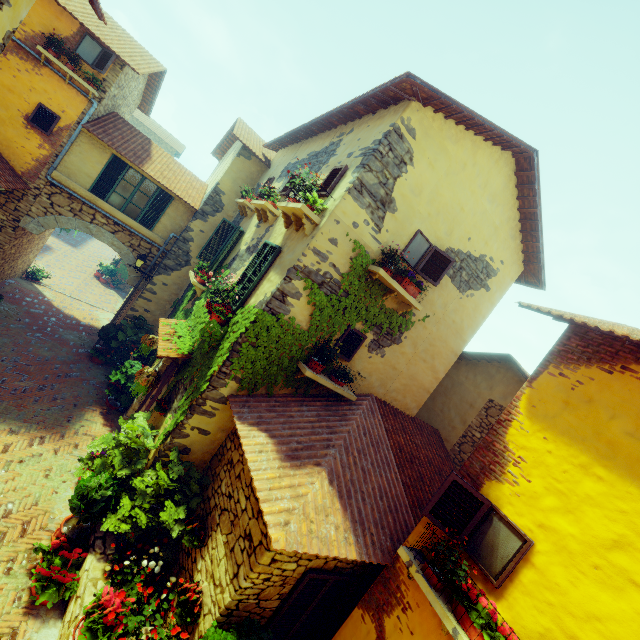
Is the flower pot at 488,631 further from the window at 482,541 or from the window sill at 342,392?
the window sill at 342,392

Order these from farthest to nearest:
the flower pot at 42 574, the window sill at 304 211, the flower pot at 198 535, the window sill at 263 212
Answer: the window sill at 263 212 < the window sill at 304 211 < the flower pot at 198 535 < the flower pot at 42 574

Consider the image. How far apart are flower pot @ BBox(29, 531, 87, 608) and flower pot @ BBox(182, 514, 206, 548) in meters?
1.5

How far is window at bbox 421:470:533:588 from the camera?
3.8m

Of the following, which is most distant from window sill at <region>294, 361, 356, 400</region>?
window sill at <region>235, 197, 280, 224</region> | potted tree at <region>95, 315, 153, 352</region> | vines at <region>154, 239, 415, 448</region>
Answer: potted tree at <region>95, 315, 153, 352</region>

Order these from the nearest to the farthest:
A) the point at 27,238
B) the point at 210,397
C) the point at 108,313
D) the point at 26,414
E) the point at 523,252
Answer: the point at 210,397, the point at 26,414, the point at 523,252, the point at 27,238, the point at 108,313

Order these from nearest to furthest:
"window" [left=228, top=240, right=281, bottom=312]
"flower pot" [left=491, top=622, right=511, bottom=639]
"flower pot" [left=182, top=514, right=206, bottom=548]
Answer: "flower pot" [left=491, top=622, right=511, bottom=639] < "flower pot" [left=182, top=514, right=206, bottom=548] < "window" [left=228, top=240, right=281, bottom=312]

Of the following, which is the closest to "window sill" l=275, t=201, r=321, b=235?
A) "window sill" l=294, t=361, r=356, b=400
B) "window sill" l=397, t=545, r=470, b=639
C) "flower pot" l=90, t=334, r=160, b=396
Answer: "window sill" l=294, t=361, r=356, b=400
